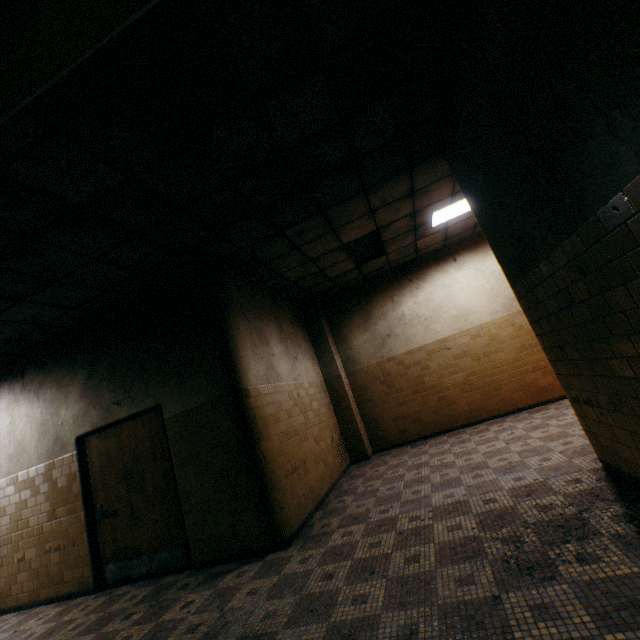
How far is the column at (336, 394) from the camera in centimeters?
720cm

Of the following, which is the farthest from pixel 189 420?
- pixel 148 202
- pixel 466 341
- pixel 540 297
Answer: pixel 466 341

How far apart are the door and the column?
3.7 meters

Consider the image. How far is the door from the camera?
4.4m

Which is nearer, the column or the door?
the door

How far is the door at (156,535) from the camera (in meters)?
4.40

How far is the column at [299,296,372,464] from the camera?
7.2 meters
